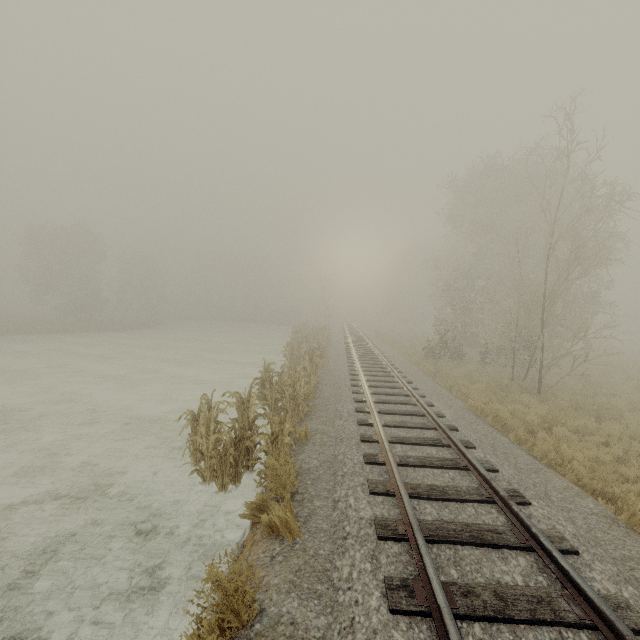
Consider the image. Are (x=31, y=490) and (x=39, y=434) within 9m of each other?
yes
